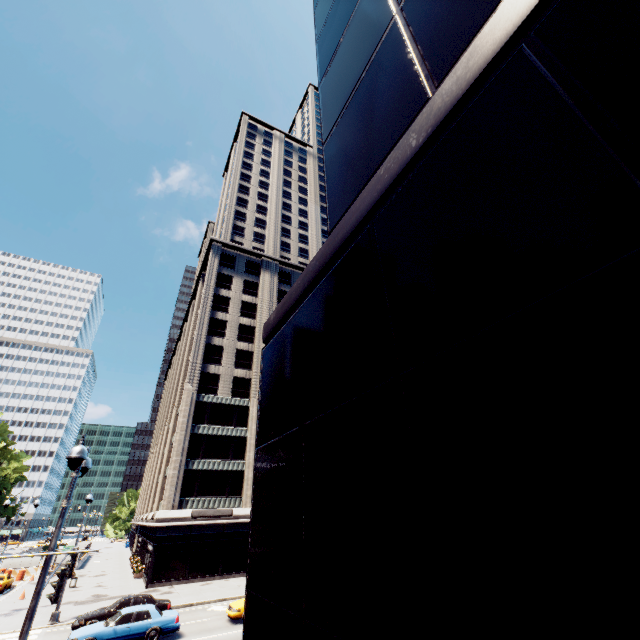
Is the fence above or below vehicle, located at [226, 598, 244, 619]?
above

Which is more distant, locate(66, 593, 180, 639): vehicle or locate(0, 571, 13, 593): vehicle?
locate(0, 571, 13, 593): vehicle

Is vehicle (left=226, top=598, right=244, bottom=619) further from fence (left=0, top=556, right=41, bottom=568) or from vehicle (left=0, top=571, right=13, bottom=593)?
fence (left=0, top=556, right=41, bottom=568)

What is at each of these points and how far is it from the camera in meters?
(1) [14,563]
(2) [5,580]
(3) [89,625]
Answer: (1) fence, 40.3
(2) vehicle, 30.9
(3) vehicle, 16.8

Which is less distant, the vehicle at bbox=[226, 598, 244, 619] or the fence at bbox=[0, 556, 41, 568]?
the vehicle at bbox=[226, 598, 244, 619]

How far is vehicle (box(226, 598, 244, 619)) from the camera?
19.42m

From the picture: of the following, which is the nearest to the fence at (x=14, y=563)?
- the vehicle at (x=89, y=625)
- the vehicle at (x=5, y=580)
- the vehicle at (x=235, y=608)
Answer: the vehicle at (x=5, y=580)

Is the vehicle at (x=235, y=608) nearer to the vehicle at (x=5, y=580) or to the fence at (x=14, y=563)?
the vehicle at (x=5, y=580)
